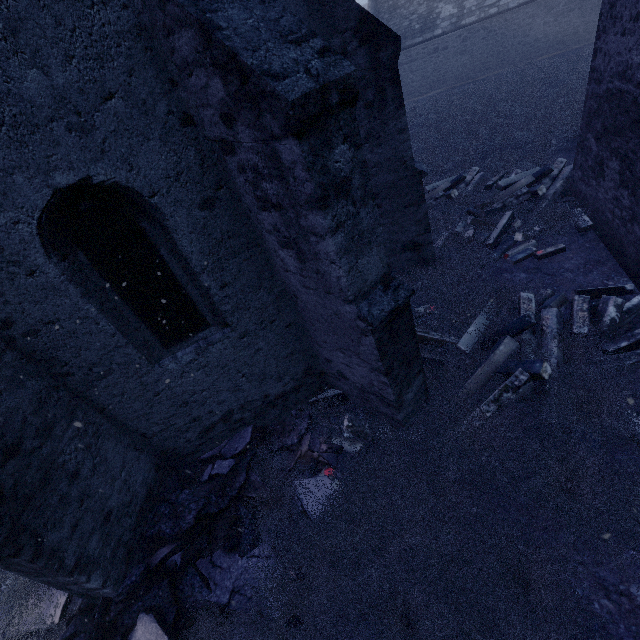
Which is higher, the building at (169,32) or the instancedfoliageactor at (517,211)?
the building at (169,32)

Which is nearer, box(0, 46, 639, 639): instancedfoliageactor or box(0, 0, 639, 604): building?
box(0, 0, 639, 604): building

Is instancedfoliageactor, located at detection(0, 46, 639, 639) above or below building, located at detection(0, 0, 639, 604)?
below

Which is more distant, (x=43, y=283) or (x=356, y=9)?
(x=356, y=9)

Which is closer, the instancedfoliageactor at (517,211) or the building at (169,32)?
the building at (169,32)
